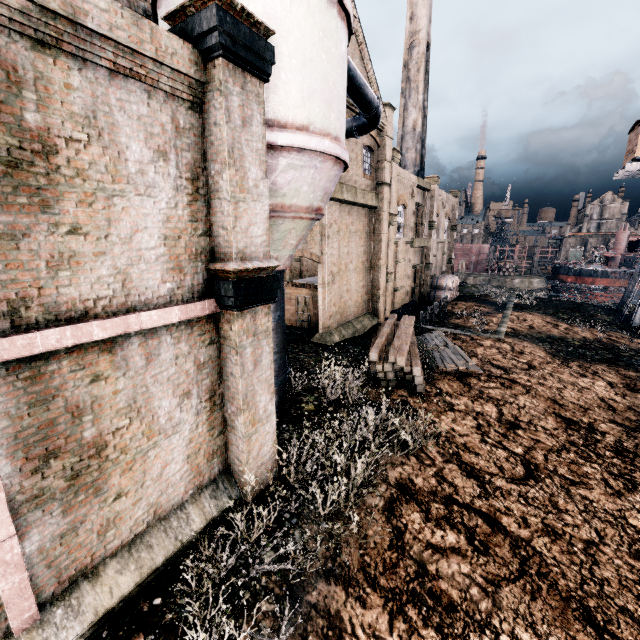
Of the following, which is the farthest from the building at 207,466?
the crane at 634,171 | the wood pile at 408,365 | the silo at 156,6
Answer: the crane at 634,171

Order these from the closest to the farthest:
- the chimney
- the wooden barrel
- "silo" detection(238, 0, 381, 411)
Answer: "silo" detection(238, 0, 381, 411) < the wooden barrel < the chimney

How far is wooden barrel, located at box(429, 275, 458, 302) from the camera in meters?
36.2 m

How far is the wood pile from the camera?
15.22m

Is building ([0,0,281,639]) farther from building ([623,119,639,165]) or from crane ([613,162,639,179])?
building ([623,119,639,165])

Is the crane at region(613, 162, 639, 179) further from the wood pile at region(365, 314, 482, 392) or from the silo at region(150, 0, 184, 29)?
the silo at region(150, 0, 184, 29)

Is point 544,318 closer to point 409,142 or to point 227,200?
point 409,142

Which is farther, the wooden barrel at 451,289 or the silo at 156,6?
the wooden barrel at 451,289
